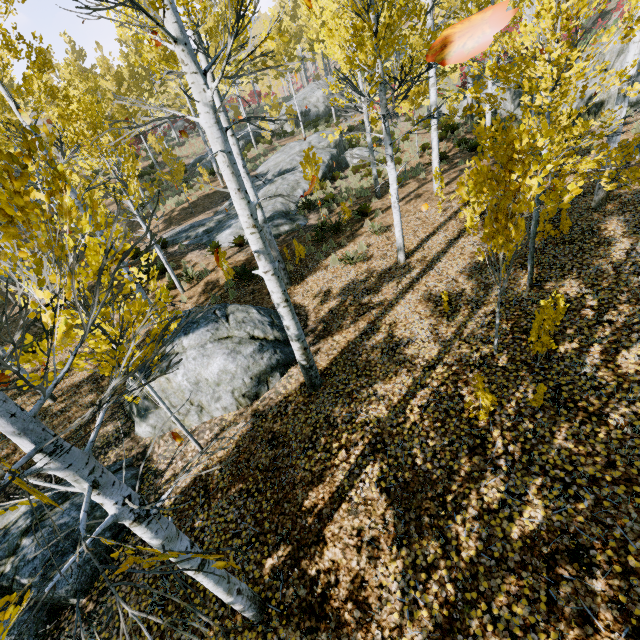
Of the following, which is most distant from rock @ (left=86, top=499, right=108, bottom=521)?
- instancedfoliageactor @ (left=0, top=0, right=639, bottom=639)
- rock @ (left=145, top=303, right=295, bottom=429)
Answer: instancedfoliageactor @ (left=0, top=0, right=639, bottom=639)

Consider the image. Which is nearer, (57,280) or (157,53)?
(57,280)

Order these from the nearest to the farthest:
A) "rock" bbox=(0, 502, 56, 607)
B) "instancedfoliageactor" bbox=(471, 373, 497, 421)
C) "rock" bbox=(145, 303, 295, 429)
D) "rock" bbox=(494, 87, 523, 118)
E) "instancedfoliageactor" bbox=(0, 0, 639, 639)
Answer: "instancedfoliageactor" bbox=(0, 0, 639, 639), "instancedfoliageactor" bbox=(471, 373, 497, 421), "rock" bbox=(0, 502, 56, 607), "rock" bbox=(145, 303, 295, 429), "rock" bbox=(494, 87, 523, 118)

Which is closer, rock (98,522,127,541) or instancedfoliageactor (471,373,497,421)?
instancedfoliageactor (471,373,497,421)

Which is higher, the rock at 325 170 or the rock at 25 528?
the rock at 325 170

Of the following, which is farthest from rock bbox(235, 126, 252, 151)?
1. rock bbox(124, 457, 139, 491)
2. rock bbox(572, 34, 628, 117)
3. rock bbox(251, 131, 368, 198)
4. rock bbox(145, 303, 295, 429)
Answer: rock bbox(124, 457, 139, 491)

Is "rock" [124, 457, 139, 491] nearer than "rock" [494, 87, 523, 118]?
Yes

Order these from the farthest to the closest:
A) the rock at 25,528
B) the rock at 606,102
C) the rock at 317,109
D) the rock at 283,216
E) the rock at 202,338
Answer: the rock at 317,109 < the rock at 283,216 < the rock at 606,102 < the rock at 202,338 < the rock at 25,528
